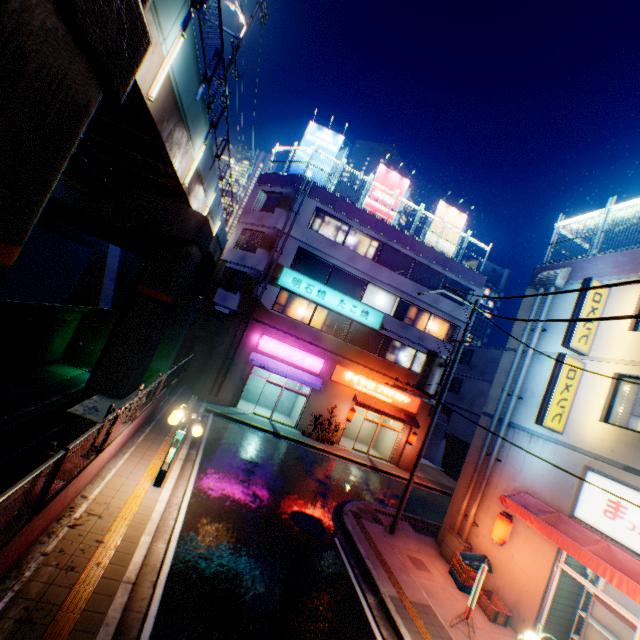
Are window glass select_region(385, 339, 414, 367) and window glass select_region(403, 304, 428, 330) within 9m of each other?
yes

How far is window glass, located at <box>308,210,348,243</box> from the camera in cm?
2223

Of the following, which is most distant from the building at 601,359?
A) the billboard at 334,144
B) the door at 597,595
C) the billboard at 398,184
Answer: the billboard at 398,184

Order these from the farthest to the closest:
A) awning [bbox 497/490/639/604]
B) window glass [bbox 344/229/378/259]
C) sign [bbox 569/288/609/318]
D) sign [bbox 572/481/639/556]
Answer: window glass [bbox 344/229/378/259] → sign [bbox 569/288/609/318] → sign [bbox 572/481/639/556] → awning [bbox 497/490/639/604]

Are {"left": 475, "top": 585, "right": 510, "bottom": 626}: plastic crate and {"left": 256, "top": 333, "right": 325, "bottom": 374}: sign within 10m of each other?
no

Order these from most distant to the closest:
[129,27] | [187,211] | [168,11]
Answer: [187,211] → [168,11] → [129,27]

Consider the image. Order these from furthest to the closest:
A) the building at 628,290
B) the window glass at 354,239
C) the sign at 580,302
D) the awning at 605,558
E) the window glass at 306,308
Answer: the window glass at 354,239, the window glass at 306,308, the sign at 580,302, the building at 628,290, the awning at 605,558

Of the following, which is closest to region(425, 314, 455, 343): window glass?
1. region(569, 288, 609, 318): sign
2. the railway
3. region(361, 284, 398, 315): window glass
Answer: region(361, 284, 398, 315): window glass
